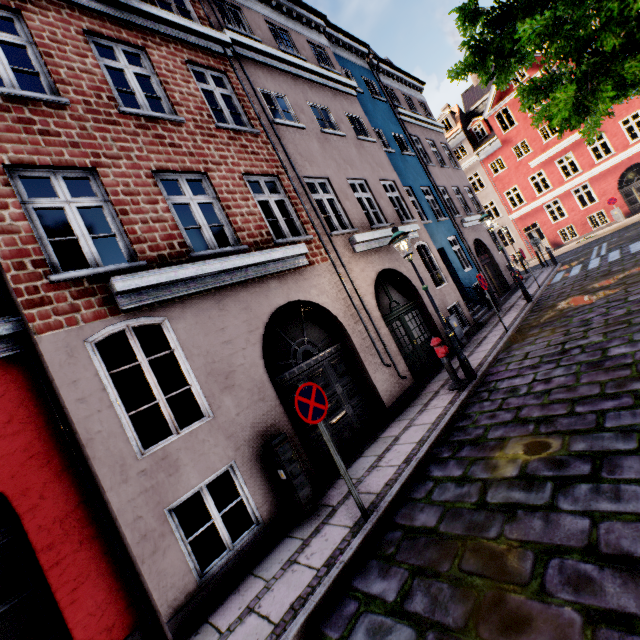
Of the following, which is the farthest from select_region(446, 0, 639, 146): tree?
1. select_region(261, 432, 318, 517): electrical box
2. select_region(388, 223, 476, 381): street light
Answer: select_region(261, 432, 318, 517): electrical box

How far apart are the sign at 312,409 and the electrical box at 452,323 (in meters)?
7.37

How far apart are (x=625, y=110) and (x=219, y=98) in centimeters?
2930cm

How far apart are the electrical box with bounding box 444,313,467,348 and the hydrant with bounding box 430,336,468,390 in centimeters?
326cm

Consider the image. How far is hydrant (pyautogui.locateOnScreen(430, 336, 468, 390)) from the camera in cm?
719

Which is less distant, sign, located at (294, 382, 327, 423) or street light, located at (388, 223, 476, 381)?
sign, located at (294, 382, 327, 423)

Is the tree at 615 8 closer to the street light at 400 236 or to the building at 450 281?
the street light at 400 236

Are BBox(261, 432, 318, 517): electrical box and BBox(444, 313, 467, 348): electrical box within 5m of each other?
no
